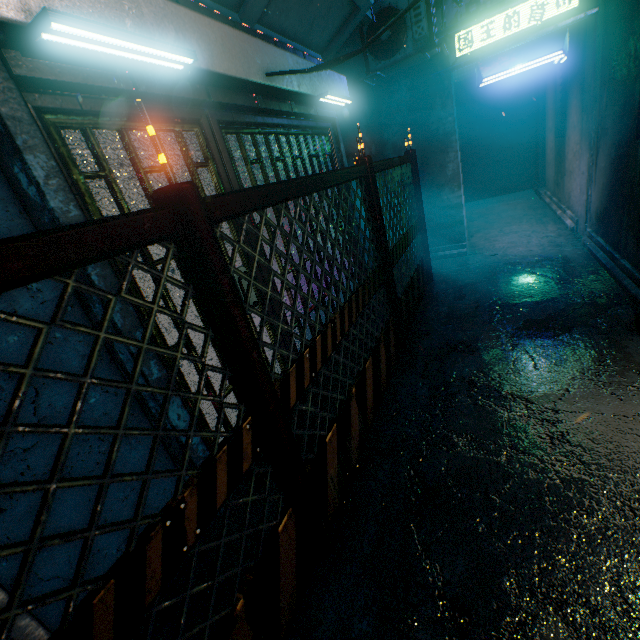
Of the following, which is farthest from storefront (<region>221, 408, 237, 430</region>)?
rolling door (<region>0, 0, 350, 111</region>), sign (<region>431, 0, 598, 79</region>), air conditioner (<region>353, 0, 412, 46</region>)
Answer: sign (<region>431, 0, 598, 79</region>)

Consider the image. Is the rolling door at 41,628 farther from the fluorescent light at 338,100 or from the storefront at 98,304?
the fluorescent light at 338,100

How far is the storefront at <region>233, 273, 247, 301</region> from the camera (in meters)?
2.31

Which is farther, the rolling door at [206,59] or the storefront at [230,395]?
the storefront at [230,395]

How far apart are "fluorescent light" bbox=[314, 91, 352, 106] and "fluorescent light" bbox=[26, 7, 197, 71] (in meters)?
1.72

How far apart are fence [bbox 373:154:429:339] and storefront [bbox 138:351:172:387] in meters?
A: 0.7 m

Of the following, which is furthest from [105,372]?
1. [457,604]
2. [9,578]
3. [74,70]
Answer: [457,604]

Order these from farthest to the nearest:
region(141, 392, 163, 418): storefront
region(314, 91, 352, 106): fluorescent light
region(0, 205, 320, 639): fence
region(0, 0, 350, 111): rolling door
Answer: region(314, 91, 352, 106): fluorescent light, region(141, 392, 163, 418): storefront, region(0, 0, 350, 111): rolling door, region(0, 205, 320, 639): fence
